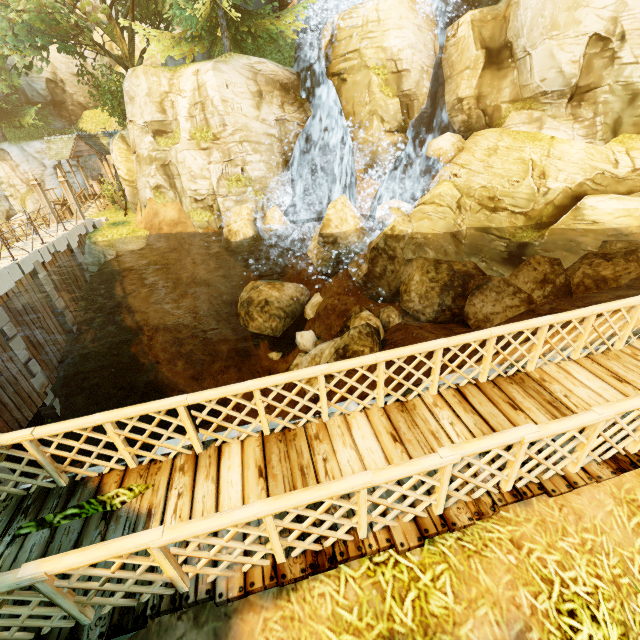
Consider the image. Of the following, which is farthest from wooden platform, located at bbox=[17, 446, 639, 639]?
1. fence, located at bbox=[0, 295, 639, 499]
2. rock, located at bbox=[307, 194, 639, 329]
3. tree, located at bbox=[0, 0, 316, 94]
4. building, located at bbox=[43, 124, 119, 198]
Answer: building, located at bbox=[43, 124, 119, 198]

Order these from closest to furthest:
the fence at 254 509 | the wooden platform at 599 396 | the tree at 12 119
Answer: the fence at 254 509, the wooden platform at 599 396, the tree at 12 119

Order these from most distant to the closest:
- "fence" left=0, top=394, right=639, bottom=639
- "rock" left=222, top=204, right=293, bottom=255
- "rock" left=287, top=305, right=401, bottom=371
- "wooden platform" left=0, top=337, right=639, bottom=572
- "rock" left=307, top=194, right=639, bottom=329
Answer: "rock" left=222, top=204, right=293, bottom=255 → "rock" left=307, top=194, right=639, bottom=329 → "rock" left=287, top=305, right=401, bottom=371 → "wooden platform" left=0, top=337, right=639, bottom=572 → "fence" left=0, top=394, right=639, bottom=639

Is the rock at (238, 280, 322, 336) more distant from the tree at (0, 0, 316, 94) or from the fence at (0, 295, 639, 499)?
the tree at (0, 0, 316, 94)

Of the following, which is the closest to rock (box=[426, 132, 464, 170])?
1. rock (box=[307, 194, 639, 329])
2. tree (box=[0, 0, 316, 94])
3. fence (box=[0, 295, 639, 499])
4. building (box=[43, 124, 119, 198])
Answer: rock (box=[307, 194, 639, 329])

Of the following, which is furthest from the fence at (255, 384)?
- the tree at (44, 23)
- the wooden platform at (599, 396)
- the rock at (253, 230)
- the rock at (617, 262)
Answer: the rock at (253, 230)

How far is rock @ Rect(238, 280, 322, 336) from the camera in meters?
17.1

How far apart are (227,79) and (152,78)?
4.0m
